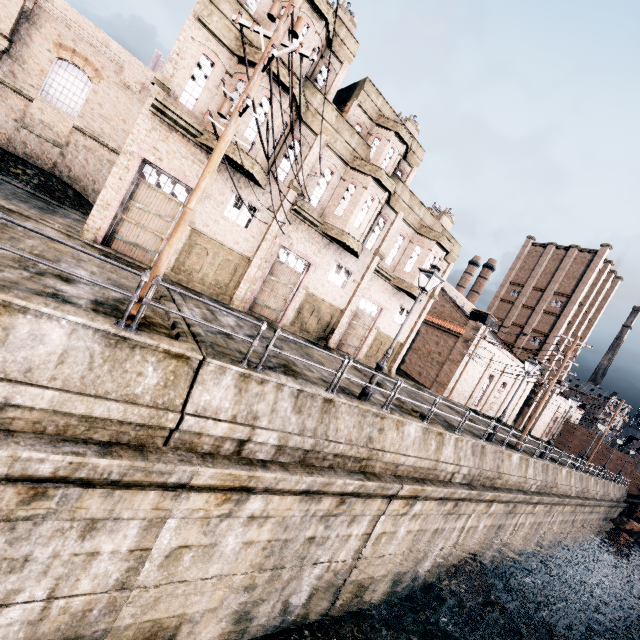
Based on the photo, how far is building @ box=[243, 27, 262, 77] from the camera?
14.4 meters

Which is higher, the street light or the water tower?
the water tower

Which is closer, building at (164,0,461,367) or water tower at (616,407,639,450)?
building at (164,0,461,367)

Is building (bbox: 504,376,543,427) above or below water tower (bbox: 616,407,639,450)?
below

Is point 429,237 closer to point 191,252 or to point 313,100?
point 313,100

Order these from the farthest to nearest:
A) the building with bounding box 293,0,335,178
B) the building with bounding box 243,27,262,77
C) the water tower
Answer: the water tower → the building with bounding box 293,0,335,178 → the building with bounding box 243,27,262,77

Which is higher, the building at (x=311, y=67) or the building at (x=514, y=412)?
the building at (x=311, y=67)

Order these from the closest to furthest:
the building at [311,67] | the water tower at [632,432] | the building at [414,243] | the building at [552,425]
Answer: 1. the building at [311,67]
2. the building at [414,243]
3. the building at [552,425]
4. the water tower at [632,432]
